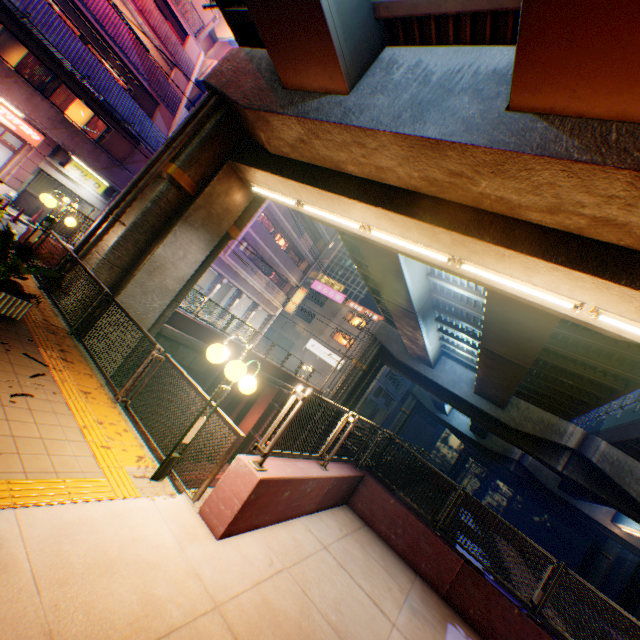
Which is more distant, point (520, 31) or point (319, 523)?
point (319, 523)

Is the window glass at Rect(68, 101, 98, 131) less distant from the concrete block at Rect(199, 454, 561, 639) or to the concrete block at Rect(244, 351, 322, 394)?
the concrete block at Rect(244, 351, 322, 394)

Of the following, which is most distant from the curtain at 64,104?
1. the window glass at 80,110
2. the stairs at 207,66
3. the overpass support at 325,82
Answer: the overpass support at 325,82

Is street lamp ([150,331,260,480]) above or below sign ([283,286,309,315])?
below

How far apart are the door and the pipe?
12.18m

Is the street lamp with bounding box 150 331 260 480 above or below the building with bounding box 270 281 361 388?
below

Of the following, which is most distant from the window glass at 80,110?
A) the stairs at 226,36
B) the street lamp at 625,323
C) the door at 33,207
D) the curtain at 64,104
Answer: the street lamp at 625,323

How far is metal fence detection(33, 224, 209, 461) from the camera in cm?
525
